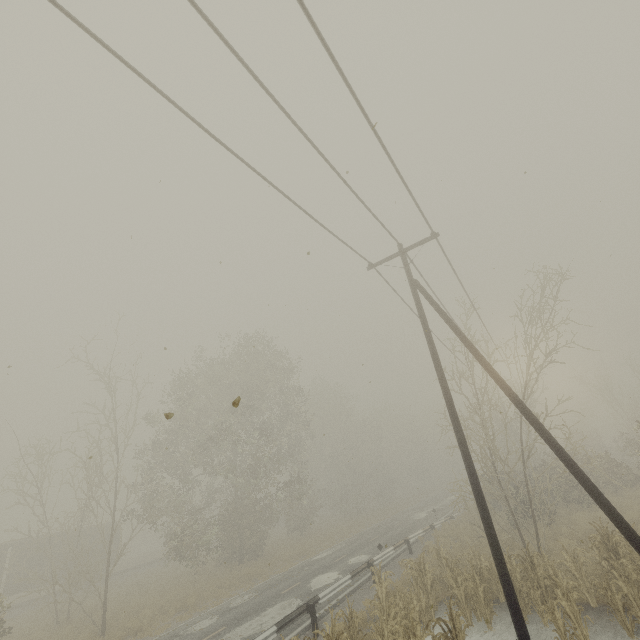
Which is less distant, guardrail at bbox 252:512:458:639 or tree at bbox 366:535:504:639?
tree at bbox 366:535:504:639

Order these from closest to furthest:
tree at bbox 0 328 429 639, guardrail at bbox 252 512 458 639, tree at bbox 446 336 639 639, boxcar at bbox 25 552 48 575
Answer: tree at bbox 446 336 639 639 < guardrail at bbox 252 512 458 639 < tree at bbox 0 328 429 639 < boxcar at bbox 25 552 48 575

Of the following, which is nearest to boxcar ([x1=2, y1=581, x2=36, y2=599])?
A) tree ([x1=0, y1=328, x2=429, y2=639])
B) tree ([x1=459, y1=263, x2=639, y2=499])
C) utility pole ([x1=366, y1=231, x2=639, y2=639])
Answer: tree ([x1=0, y1=328, x2=429, y2=639])

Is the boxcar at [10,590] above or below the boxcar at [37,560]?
below

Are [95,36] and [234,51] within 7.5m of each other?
yes

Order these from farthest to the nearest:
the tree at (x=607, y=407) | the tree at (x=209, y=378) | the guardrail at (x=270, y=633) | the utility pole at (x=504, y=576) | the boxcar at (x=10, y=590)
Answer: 1. the boxcar at (x=10, y=590)
2. the tree at (x=209, y=378)
3. the tree at (x=607, y=407)
4. the guardrail at (x=270, y=633)
5. the utility pole at (x=504, y=576)

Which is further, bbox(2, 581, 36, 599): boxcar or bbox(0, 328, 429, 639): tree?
bbox(2, 581, 36, 599): boxcar

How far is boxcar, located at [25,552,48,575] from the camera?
27.4m
